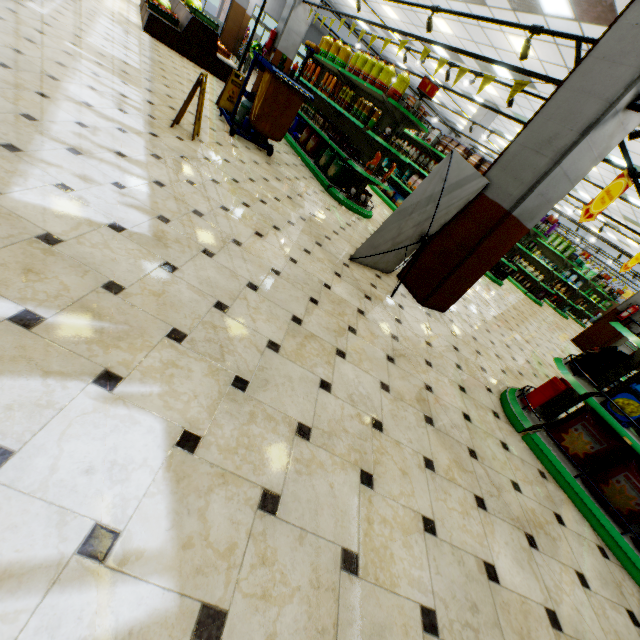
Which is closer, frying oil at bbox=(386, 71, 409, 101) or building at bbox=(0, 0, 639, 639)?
building at bbox=(0, 0, 639, 639)

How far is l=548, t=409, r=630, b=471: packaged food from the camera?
2.96m

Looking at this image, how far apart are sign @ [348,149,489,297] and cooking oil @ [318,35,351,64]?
5.9m

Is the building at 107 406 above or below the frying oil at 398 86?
below

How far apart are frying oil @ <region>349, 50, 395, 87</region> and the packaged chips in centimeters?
598cm

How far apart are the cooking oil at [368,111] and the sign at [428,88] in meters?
0.8

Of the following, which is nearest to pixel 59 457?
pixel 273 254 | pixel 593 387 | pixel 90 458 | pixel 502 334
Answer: pixel 90 458

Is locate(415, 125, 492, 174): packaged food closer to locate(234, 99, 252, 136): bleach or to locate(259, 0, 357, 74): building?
locate(259, 0, 357, 74): building
